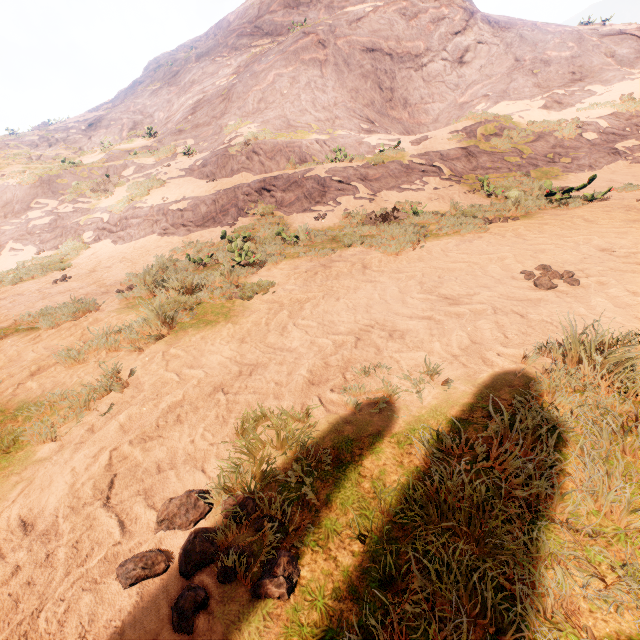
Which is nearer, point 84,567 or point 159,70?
point 84,567
